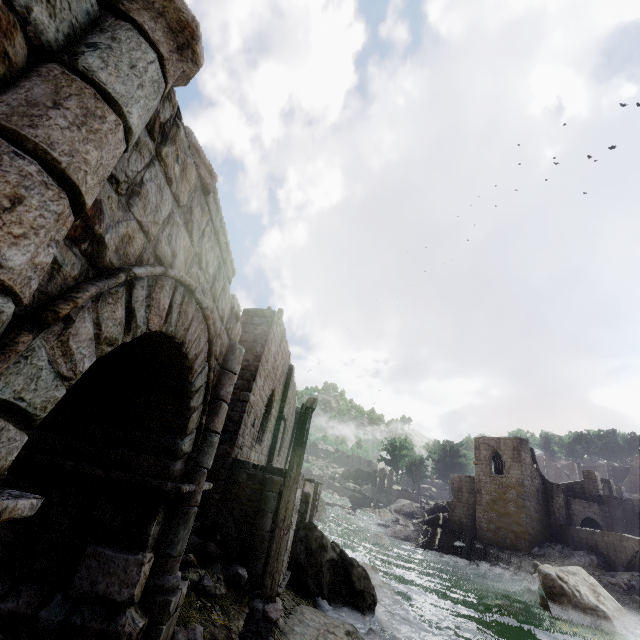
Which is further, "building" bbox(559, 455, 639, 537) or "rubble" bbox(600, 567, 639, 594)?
"building" bbox(559, 455, 639, 537)

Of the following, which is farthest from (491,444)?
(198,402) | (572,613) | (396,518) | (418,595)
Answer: (198,402)

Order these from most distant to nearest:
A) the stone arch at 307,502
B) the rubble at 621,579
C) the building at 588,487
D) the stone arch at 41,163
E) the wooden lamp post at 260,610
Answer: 1. the building at 588,487
2. the rubble at 621,579
3. the stone arch at 307,502
4. the wooden lamp post at 260,610
5. the stone arch at 41,163

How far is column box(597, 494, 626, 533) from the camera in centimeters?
3473cm

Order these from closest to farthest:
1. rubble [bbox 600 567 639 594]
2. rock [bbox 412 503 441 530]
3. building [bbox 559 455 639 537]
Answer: rubble [bbox 600 567 639 594]
building [bbox 559 455 639 537]
rock [bbox 412 503 441 530]

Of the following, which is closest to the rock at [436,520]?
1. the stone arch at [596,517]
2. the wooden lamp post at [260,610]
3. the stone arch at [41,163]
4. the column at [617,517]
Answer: the stone arch at [596,517]

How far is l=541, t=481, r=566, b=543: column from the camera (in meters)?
33.88

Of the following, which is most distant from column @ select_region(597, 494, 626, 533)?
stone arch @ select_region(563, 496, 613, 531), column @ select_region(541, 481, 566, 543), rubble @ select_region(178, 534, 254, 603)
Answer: rubble @ select_region(178, 534, 254, 603)
